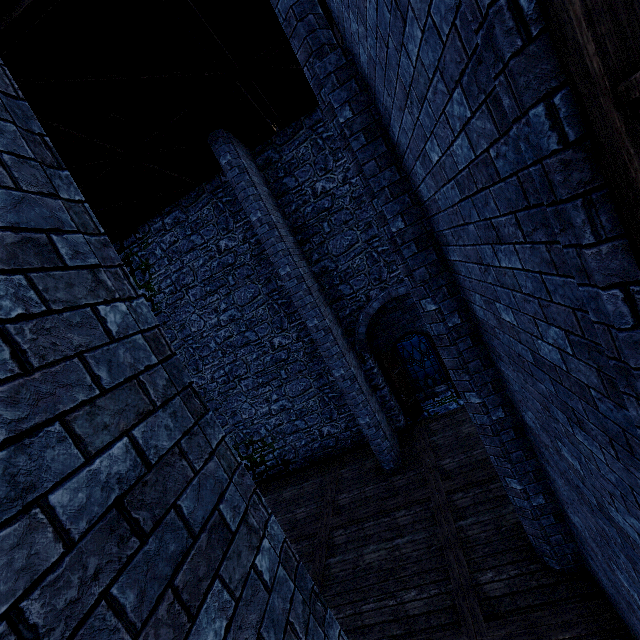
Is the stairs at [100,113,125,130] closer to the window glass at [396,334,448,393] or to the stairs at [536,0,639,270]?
the stairs at [536,0,639,270]

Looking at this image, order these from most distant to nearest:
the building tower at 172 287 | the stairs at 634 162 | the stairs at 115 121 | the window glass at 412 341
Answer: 1. the window glass at 412 341
2. the building tower at 172 287
3. the stairs at 115 121
4. the stairs at 634 162

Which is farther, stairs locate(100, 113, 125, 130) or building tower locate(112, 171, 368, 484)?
building tower locate(112, 171, 368, 484)

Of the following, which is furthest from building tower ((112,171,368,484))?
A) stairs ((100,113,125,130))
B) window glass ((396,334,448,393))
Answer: window glass ((396,334,448,393))

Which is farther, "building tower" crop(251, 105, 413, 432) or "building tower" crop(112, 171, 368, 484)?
"building tower" crop(112, 171, 368, 484)

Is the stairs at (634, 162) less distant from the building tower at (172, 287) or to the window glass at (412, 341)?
the building tower at (172, 287)

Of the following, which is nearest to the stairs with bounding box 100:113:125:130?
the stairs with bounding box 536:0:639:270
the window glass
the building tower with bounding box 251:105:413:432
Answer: the building tower with bounding box 251:105:413:432

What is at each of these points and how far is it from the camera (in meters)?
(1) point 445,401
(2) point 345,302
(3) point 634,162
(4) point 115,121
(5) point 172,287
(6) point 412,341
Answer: (1) building tower, 10.88
(2) building tower, 9.86
(3) stairs, 1.00
(4) stairs, 5.81
(5) building tower, 10.70
(6) window glass, 12.81
